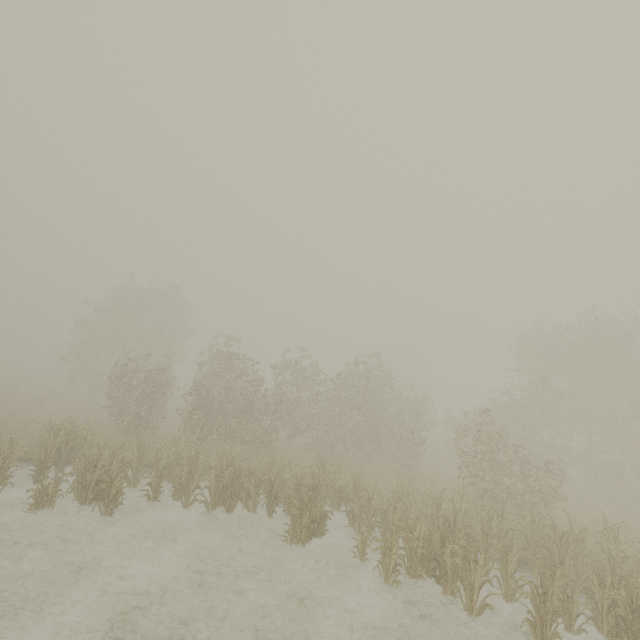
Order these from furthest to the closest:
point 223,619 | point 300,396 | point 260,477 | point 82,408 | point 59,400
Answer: point 59,400, point 82,408, point 300,396, point 260,477, point 223,619
